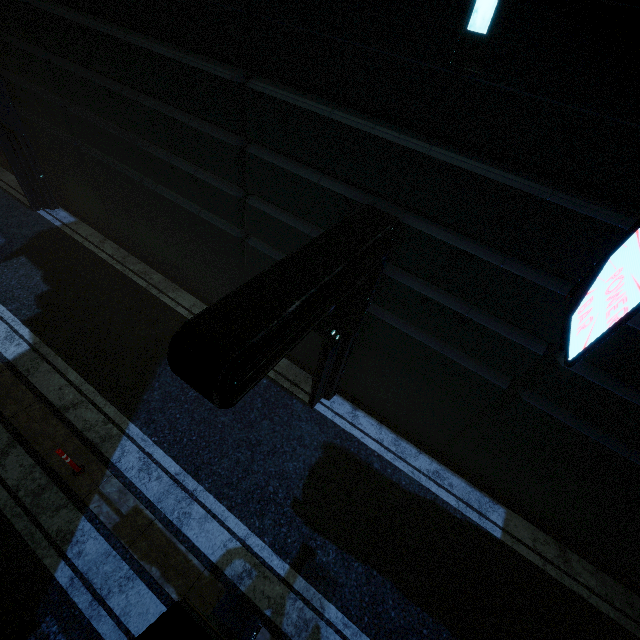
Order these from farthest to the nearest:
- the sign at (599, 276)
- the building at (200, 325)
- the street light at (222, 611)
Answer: the building at (200, 325) < the sign at (599, 276) < the street light at (222, 611)

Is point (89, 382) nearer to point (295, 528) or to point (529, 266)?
point (295, 528)

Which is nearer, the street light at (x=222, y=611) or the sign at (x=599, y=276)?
the street light at (x=222, y=611)

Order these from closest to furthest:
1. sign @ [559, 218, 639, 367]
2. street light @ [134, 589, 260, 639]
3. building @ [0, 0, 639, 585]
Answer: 1. street light @ [134, 589, 260, 639]
2. sign @ [559, 218, 639, 367]
3. building @ [0, 0, 639, 585]

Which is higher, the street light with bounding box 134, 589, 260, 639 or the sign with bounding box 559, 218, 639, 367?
the sign with bounding box 559, 218, 639, 367

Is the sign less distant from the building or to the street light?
the building

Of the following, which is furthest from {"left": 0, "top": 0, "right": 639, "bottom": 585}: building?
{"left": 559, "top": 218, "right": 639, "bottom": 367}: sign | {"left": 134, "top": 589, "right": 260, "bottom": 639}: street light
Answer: {"left": 134, "top": 589, "right": 260, "bottom": 639}: street light

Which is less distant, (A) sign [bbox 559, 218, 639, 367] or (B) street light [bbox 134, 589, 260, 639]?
(B) street light [bbox 134, 589, 260, 639]
